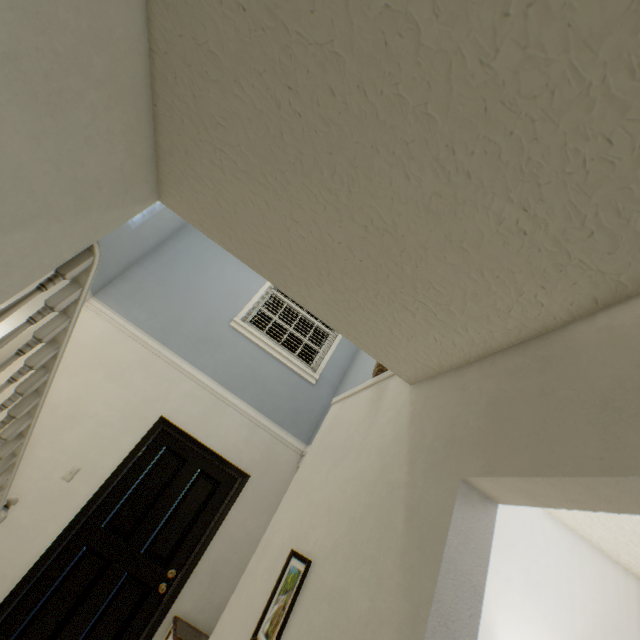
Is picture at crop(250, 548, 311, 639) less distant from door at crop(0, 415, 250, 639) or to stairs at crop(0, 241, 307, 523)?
stairs at crop(0, 241, 307, 523)

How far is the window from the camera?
4.02m

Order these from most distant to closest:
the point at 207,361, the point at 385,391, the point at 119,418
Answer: the point at 207,361 < the point at 119,418 < the point at 385,391

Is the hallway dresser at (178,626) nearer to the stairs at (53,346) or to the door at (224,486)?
the door at (224,486)

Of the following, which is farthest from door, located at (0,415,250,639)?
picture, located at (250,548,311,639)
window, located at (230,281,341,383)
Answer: picture, located at (250,548,311,639)

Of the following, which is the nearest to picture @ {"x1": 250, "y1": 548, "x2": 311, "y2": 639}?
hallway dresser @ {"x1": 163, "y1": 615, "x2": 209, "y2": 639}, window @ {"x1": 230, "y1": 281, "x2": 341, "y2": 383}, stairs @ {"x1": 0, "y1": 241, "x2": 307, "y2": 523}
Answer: stairs @ {"x1": 0, "y1": 241, "x2": 307, "y2": 523}

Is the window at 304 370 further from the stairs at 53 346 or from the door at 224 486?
the door at 224 486
